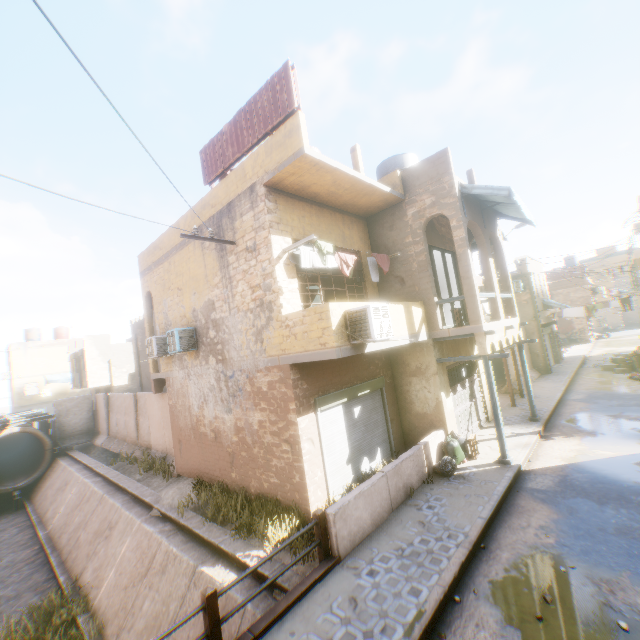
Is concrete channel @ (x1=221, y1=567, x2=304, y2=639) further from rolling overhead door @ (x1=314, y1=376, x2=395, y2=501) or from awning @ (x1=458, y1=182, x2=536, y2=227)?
awning @ (x1=458, y1=182, x2=536, y2=227)

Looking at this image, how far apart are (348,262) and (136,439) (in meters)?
16.49

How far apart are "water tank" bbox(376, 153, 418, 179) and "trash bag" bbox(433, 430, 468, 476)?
8.3m

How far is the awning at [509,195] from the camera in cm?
937

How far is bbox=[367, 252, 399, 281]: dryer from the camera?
10.0m

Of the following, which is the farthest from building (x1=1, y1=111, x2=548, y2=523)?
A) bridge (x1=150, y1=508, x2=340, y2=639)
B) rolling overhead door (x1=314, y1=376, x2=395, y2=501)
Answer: bridge (x1=150, y1=508, x2=340, y2=639)

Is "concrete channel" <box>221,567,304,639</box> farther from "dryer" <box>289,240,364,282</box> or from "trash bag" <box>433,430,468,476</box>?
"trash bag" <box>433,430,468,476</box>

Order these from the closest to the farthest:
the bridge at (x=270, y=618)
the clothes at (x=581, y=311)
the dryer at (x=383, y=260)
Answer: the bridge at (x=270, y=618) → the dryer at (x=383, y=260) → the clothes at (x=581, y=311)
